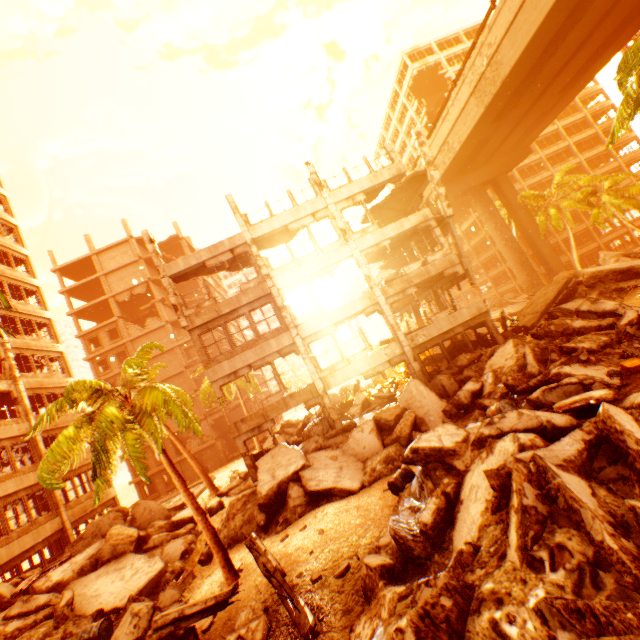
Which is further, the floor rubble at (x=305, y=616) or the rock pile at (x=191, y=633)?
the rock pile at (x=191, y=633)

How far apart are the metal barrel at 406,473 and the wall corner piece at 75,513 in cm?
2097

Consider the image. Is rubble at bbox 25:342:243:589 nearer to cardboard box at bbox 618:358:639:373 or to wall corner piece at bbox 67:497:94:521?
cardboard box at bbox 618:358:639:373

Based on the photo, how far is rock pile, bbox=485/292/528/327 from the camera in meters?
30.8 m

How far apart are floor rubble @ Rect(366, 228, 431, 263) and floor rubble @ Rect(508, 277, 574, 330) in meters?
7.0 m

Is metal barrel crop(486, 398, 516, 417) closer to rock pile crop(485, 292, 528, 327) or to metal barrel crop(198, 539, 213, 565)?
metal barrel crop(198, 539, 213, 565)

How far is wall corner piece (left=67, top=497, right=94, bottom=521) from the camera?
19.87m

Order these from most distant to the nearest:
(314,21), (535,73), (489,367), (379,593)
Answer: (314,21), (535,73), (489,367), (379,593)
